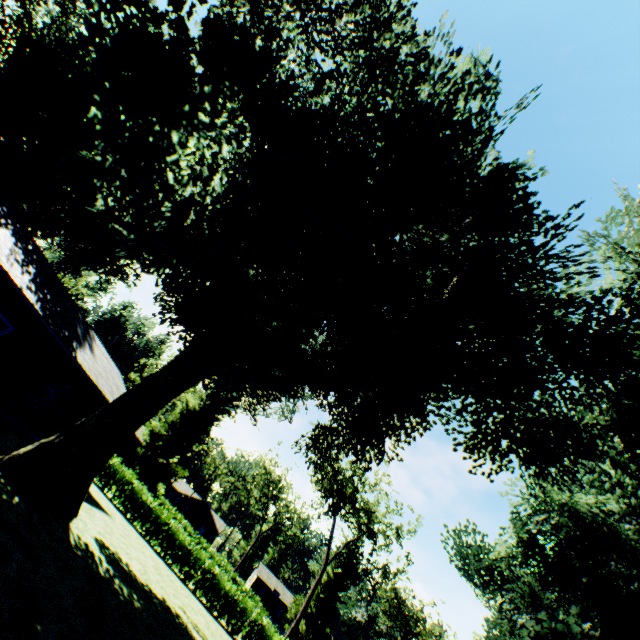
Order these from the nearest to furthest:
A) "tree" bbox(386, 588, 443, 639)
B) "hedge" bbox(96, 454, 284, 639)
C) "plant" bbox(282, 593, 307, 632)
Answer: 1. "hedge" bbox(96, 454, 284, 639)
2. "plant" bbox(282, 593, 307, 632)
3. "tree" bbox(386, 588, 443, 639)

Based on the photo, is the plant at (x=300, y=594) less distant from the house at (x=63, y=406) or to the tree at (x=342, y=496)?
the house at (x=63, y=406)

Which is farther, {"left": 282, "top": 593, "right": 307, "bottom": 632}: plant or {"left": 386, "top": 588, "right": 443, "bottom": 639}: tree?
{"left": 386, "top": 588, "right": 443, "bottom": 639}: tree

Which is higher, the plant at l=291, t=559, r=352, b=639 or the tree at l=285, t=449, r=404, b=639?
the tree at l=285, t=449, r=404, b=639

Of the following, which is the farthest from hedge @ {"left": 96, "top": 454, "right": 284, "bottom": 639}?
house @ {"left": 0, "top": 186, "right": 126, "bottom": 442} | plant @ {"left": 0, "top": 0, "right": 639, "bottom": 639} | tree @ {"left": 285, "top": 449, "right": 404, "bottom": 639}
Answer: tree @ {"left": 285, "top": 449, "right": 404, "bottom": 639}

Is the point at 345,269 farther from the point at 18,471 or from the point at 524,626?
the point at 524,626
